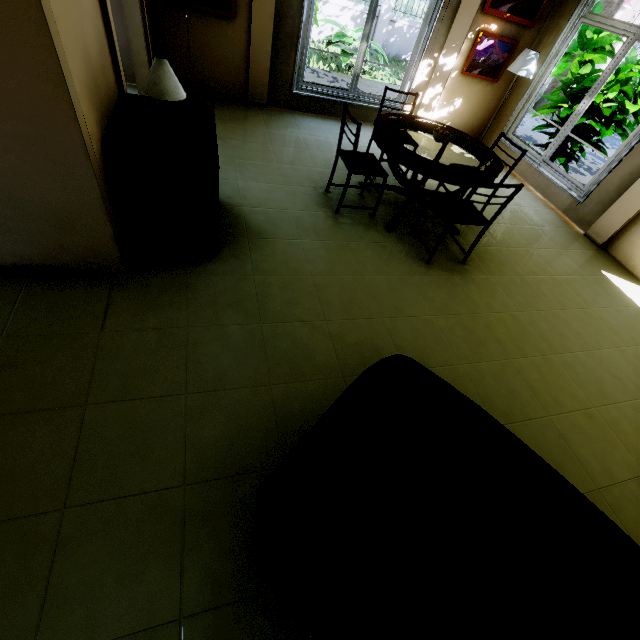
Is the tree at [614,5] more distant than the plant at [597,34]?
Yes

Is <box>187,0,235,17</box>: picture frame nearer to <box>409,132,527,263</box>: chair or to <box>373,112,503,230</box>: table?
<box>373,112,503,230</box>: table

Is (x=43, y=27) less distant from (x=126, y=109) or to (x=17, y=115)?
(x=17, y=115)

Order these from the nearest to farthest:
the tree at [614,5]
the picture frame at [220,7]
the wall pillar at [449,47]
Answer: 1. the picture frame at [220,7]
2. the wall pillar at [449,47]
3. the tree at [614,5]

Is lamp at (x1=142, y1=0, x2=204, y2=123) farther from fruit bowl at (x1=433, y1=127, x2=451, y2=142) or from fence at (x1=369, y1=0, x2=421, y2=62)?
fence at (x1=369, y1=0, x2=421, y2=62)

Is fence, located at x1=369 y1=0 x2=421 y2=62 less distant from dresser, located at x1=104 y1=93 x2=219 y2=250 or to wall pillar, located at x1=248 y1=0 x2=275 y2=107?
wall pillar, located at x1=248 y1=0 x2=275 y2=107

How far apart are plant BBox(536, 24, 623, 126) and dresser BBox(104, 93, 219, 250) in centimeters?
632cm

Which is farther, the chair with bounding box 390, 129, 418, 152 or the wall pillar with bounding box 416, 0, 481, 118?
the wall pillar with bounding box 416, 0, 481, 118
